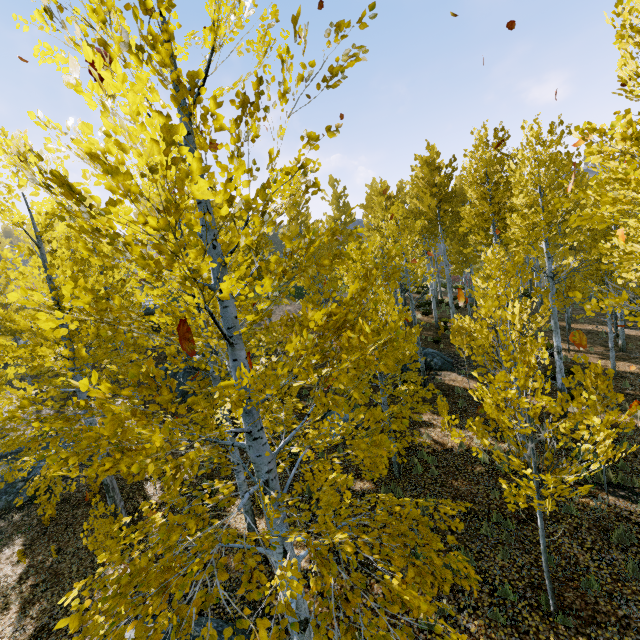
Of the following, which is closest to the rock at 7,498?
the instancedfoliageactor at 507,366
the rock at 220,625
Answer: the instancedfoliageactor at 507,366

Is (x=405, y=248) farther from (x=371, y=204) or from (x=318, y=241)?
(x=371, y=204)

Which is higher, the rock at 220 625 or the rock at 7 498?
the rock at 7 498

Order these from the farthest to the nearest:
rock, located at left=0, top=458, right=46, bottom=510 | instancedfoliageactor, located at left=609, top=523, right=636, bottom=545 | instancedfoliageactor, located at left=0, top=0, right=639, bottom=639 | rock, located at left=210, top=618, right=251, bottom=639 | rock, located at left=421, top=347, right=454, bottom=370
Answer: rock, located at left=421, top=347, right=454, bottom=370 → rock, located at left=0, top=458, right=46, bottom=510 → instancedfoliageactor, located at left=609, top=523, right=636, bottom=545 → rock, located at left=210, top=618, right=251, bottom=639 → instancedfoliageactor, located at left=0, top=0, right=639, bottom=639

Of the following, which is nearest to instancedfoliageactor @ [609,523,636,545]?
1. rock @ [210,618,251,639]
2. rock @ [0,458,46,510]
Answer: rock @ [210,618,251,639]

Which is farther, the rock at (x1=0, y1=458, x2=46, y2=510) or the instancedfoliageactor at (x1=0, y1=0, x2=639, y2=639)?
the rock at (x1=0, y1=458, x2=46, y2=510)

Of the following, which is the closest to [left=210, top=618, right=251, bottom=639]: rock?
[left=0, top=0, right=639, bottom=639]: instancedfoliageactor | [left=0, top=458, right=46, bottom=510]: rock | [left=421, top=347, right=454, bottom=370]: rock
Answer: [left=0, top=0, right=639, bottom=639]: instancedfoliageactor

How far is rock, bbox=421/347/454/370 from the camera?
16.0 meters
